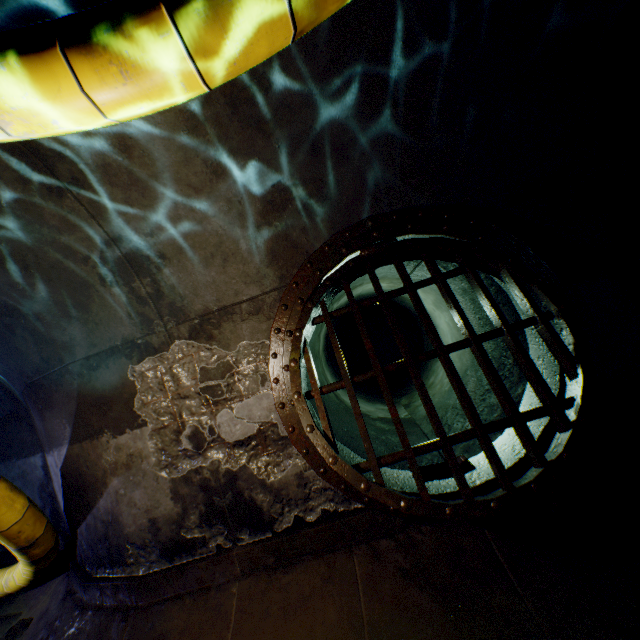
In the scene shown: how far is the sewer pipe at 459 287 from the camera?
4.4m

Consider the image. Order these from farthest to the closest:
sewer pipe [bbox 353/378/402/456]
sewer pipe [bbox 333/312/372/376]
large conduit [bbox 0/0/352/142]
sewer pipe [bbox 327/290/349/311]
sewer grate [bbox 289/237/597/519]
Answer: sewer pipe [bbox 333/312/372/376] < sewer pipe [bbox 327/290/349/311] < sewer pipe [bbox 353/378/402/456] < sewer grate [bbox 289/237/597/519] < large conduit [bbox 0/0/352/142]

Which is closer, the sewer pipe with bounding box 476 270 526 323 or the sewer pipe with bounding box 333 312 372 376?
the sewer pipe with bounding box 476 270 526 323

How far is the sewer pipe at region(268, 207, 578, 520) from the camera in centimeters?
314cm

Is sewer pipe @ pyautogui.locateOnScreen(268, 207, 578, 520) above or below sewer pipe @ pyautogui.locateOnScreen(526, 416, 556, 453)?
above

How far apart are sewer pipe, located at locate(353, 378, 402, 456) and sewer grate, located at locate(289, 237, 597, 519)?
0.01m

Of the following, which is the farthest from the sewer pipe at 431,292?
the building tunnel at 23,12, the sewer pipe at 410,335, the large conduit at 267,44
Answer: the sewer pipe at 410,335

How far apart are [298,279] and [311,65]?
1.79m
